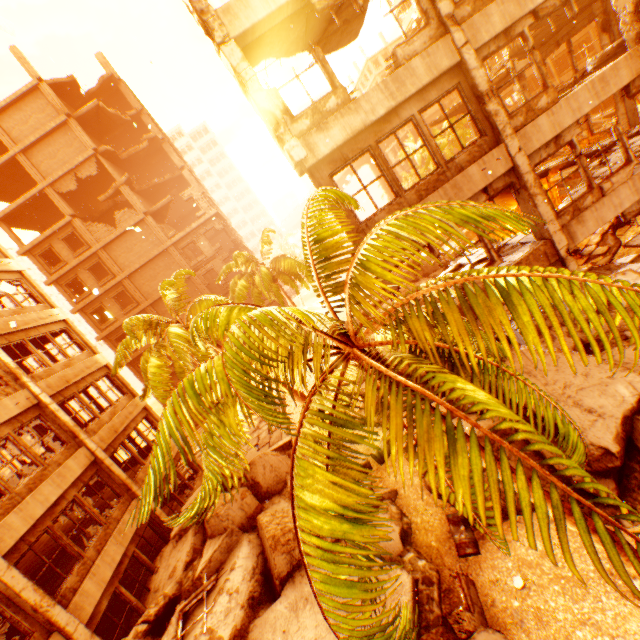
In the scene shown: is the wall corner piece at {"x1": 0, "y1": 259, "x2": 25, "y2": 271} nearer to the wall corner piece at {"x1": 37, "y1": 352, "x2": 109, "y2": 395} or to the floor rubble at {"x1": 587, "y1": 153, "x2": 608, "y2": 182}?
the wall corner piece at {"x1": 37, "y1": 352, "x2": 109, "y2": 395}

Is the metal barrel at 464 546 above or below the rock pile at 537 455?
below

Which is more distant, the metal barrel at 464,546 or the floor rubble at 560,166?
the floor rubble at 560,166

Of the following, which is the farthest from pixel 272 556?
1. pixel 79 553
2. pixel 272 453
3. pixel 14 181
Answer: pixel 14 181

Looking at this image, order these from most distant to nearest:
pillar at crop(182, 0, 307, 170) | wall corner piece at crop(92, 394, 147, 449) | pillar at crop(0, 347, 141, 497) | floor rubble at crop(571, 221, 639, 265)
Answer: wall corner piece at crop(92, 394, 147, 449) < floor rubble at crop(571, 221, 639, 265) < pillar at crop(0, 347, 141, 497) < pillar at crop(182, 0, 307, 170)

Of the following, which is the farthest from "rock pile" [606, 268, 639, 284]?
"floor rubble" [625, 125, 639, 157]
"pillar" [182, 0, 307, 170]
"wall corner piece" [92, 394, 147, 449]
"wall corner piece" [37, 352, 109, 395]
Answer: "pillar" [182, 0, 307, 170]

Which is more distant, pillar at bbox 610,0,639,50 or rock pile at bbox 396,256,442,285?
rock pile at bbox 396,256,442,285

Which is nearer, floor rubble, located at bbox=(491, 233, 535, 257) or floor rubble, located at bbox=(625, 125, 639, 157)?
floor rubble, located at bbox=(491, 233, 535, 257)
